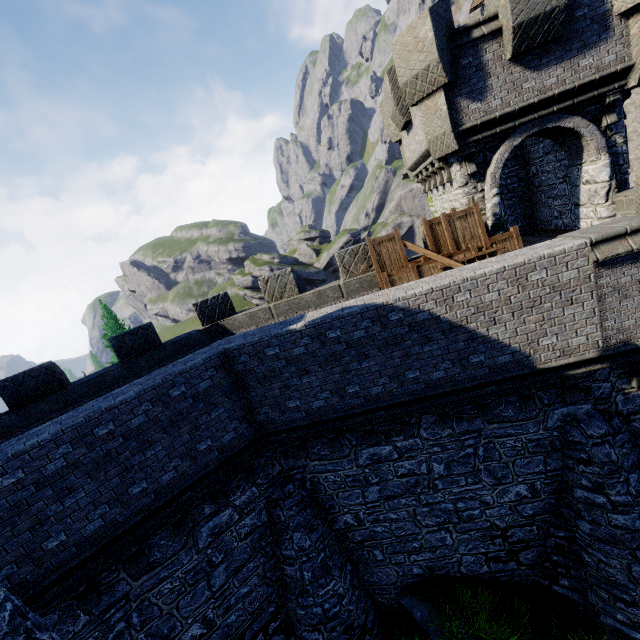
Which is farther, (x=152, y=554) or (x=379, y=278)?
(x=379, y=278)
